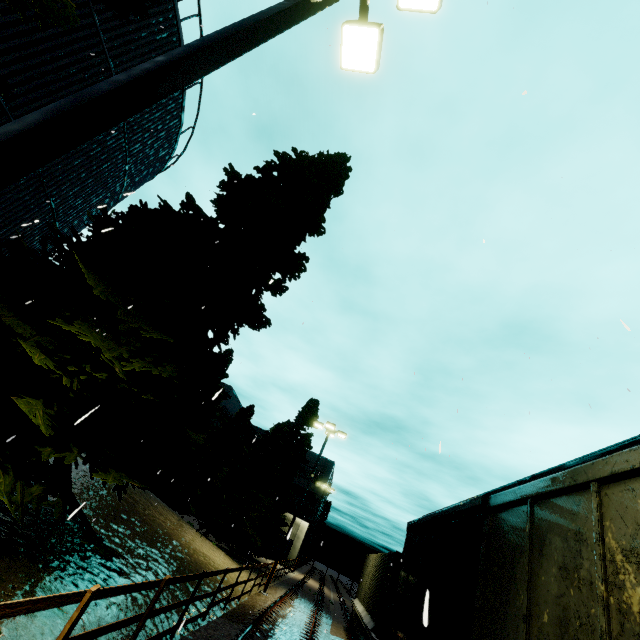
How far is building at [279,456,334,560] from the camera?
40.06m

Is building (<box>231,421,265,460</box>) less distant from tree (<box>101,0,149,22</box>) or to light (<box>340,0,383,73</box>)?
tree (<box>101,0,149,22</box>)

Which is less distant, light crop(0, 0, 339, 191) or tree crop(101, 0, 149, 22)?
light crop(0, 0, 339, 191)

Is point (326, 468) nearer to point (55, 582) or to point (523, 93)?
point (55, 582)

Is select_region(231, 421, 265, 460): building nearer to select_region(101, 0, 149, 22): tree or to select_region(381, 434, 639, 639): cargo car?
select_region(381, 434, 639, 639): cargo car

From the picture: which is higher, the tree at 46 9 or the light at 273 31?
the tree at 46 9

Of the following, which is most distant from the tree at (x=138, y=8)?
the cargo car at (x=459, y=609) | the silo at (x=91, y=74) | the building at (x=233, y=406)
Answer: the building at (x=233, y=406)
